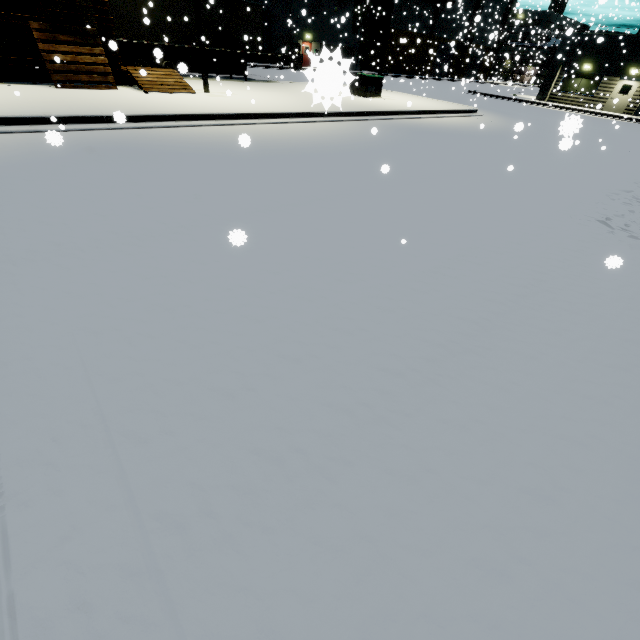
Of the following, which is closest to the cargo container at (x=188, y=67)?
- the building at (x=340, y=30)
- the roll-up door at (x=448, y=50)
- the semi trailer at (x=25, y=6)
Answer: the semi trailer at (x=25, y=6)

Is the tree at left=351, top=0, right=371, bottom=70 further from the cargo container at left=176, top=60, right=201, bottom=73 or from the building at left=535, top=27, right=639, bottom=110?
the cargo container at left=176, top=60, right=201, bottom=73

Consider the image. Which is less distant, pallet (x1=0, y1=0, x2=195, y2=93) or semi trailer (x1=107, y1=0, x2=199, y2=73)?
pallet (x1=0, y1=0, x2=195, y2=93)

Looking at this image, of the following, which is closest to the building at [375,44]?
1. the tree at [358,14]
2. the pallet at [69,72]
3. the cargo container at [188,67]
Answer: the tree at [358,14]

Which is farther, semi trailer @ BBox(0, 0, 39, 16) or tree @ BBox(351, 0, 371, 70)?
tree @ BBox(351, 0, 371, 70)

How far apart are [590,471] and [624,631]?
0.9 meters

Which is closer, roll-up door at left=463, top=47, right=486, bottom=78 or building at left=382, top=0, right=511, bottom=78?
building at left=382, top=0, right=511, bottom=78

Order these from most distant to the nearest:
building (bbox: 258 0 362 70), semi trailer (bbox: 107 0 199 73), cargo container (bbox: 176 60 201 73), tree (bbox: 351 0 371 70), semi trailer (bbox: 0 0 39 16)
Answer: tree (bbox: 351 0 371 70) → semi trailer (bbox: 107 0 199 73) → semi trailer (bbox: 0 0 39 16) → cargo container (bbox: 176 60 201 73) → building (bbox: 258 0 362 70)
